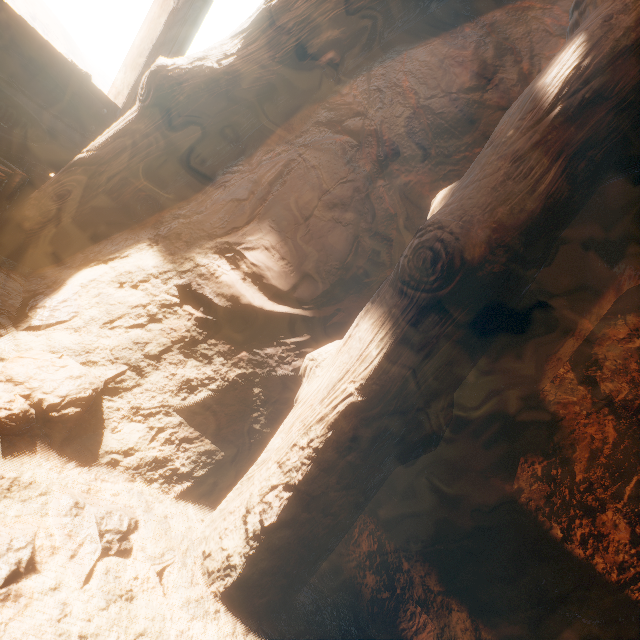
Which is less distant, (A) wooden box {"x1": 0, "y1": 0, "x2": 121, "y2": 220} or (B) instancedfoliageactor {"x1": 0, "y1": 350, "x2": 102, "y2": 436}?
(B) instancedfoliageactor {"x1": 0, "y1": 350, "x2": 102, "y2": 436}

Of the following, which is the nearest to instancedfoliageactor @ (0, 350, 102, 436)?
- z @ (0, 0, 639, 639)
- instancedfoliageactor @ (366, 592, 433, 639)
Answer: z @ (0, 0, 639, 639)

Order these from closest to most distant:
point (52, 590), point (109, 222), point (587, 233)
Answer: point (52, 590) → point (587, 233) → point (109, 222)

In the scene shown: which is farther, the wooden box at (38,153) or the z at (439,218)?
the wooden box at (38,153)

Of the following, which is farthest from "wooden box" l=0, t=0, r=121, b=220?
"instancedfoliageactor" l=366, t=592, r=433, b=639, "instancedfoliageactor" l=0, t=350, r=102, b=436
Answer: "instancedfoliageactor" l=366, t=592, r=433, b=639

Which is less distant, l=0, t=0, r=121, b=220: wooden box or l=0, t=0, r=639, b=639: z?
l=0, t=0, r=639, b=639: z

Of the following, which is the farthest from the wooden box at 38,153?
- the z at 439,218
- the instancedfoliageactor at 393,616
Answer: the instancedfoliageactor at 393,616
